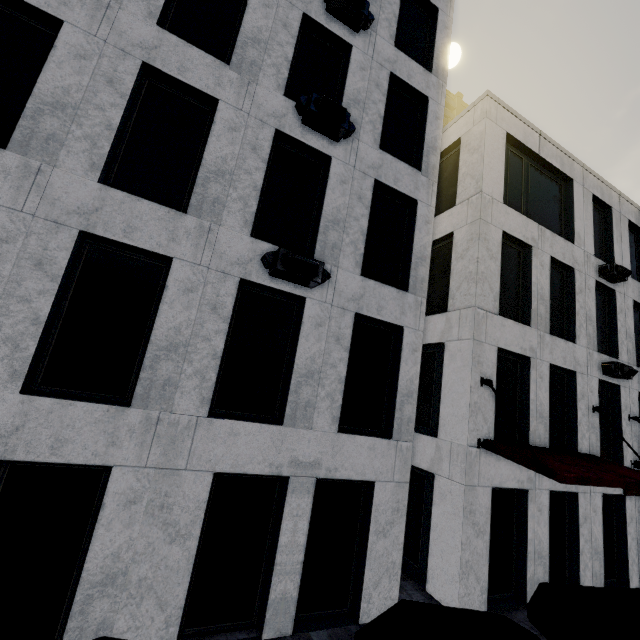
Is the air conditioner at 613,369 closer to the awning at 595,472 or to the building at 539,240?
the building at 539,240

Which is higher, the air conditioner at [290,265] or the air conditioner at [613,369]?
the air conditioner at [613,369]

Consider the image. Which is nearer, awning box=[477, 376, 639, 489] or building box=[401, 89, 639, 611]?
awning box=[477, 376, 639, 489]

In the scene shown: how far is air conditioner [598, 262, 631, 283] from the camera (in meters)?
12.68

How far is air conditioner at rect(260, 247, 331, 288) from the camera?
6.5 meters

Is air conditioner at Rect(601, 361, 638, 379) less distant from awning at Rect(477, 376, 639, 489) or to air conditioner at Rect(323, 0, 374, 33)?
awning at Rect(477, 376, 639, 489)

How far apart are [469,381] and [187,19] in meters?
11.8

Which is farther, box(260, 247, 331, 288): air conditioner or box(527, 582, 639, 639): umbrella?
box(260, 247, 331, 288): air conditioner
